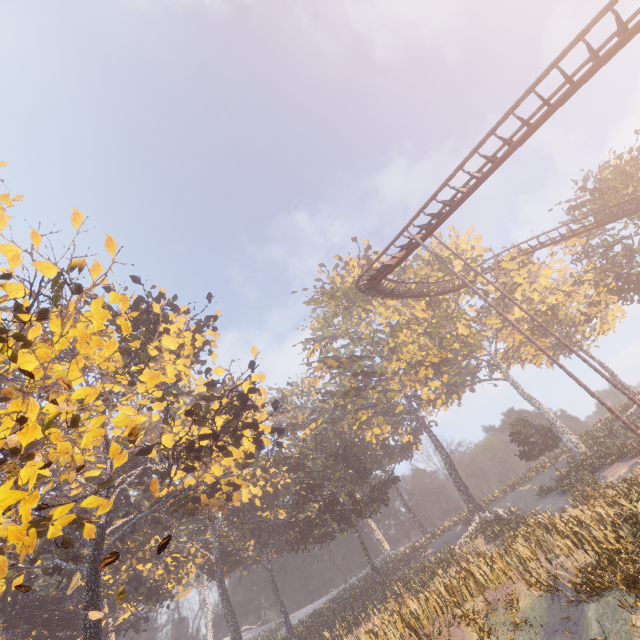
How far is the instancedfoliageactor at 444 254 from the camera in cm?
4122

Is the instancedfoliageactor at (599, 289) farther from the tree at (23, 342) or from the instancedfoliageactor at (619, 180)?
the tree at (23, 342)

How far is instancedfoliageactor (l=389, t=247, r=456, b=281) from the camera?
41.3 meters

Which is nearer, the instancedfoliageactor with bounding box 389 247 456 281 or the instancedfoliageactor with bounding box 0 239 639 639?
the instancedfoliageactor with bounding box 0 239 639 639

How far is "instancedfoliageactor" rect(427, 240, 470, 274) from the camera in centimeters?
4122cm

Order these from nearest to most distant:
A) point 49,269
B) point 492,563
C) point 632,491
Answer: point 49,269 < point 632,491 < point 492,563
